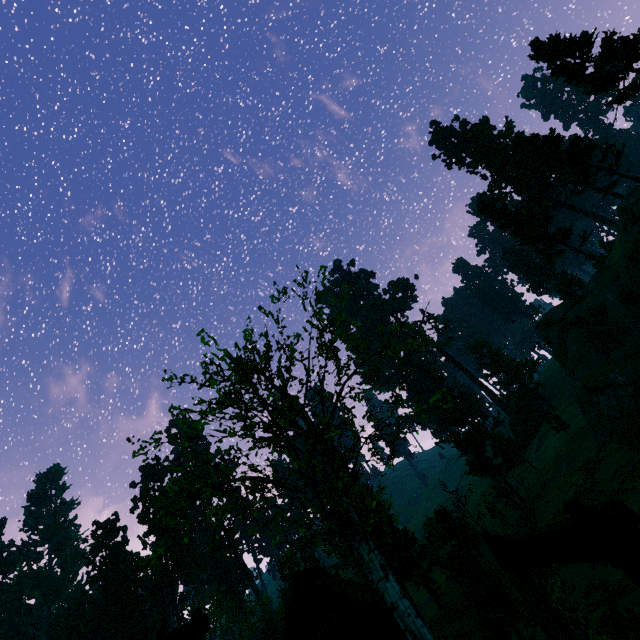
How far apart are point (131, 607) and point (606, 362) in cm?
7337

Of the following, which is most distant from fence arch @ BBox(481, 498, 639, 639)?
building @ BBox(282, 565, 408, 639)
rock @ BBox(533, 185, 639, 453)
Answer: rock @ BBox(533, 185, 639, 453)

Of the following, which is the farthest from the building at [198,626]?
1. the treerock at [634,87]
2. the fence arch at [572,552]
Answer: the fence arch at [572,552]

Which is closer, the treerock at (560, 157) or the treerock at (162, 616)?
the treerock at (560, 157)

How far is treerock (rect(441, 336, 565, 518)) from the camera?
35.1m

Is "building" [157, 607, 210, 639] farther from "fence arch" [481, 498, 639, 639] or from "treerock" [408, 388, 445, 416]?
"fence arch" [481, 498, 639, 639]

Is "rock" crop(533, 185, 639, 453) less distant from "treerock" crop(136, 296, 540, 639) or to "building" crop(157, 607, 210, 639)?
"treerock" crop(136, 296, 540, 639)
